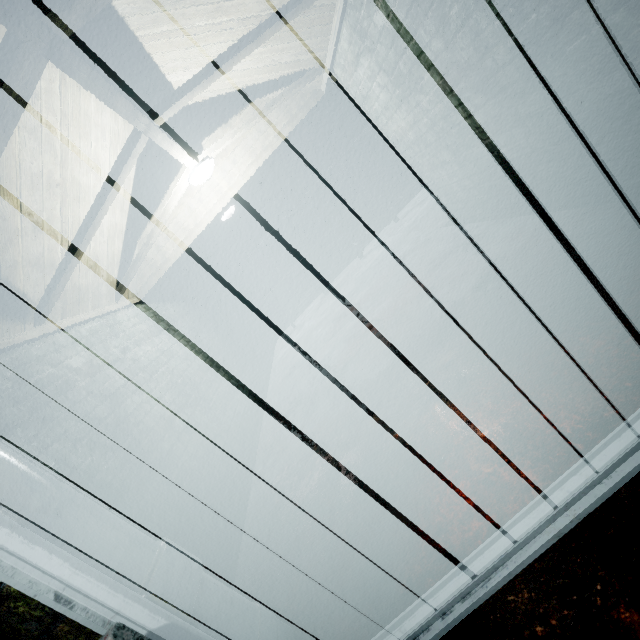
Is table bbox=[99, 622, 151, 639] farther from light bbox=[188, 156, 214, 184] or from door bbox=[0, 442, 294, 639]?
light bbox=[188, 156, 214, 184]

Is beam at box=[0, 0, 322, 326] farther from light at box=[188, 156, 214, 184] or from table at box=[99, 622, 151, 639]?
table at box=[99, 622, 151, 639]

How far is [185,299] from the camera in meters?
5.1

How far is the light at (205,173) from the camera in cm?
297

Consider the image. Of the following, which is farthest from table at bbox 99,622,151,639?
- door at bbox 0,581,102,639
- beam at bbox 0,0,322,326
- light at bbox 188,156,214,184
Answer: light at bbox 188,156,214,184

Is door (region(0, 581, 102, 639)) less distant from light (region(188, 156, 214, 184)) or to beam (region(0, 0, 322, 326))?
beam (region(0, 0, 322, 326))

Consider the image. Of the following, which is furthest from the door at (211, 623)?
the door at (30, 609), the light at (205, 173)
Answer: the light at (205, 173)
